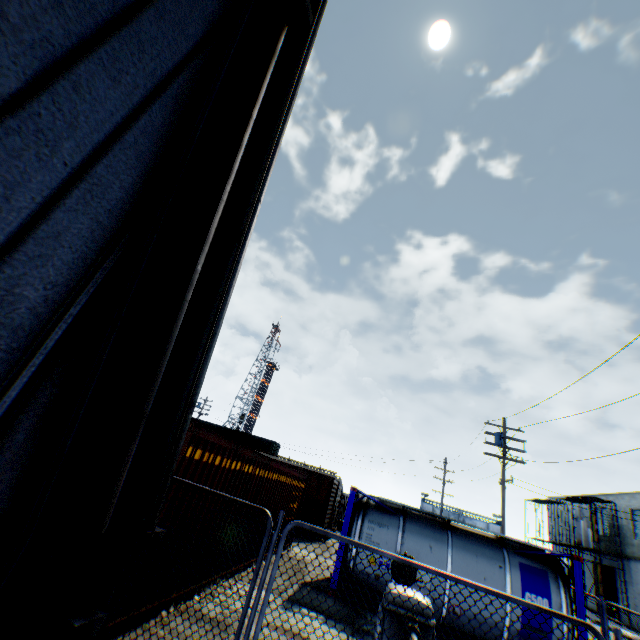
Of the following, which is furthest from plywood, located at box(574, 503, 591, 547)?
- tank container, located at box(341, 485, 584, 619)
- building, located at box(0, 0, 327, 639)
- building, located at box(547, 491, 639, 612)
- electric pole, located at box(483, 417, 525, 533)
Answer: building, located at box(0, 0, 327, 639)

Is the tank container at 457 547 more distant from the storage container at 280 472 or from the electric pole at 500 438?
the storage container at 280 472

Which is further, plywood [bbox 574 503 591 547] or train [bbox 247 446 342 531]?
plywood [bbox 574 503 591 547]

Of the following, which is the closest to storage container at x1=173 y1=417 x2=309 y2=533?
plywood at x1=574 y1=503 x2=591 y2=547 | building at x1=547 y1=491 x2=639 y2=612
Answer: building at x1=547 y1=491 x2=639 y2=612

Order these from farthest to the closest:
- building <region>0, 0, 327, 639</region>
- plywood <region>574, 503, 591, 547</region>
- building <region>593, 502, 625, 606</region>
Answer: plywood <region>574, 503, 591, 547</region> → building <region>593, 502, 625, 606</region> → building <region>0, 0, 327, 639</region>

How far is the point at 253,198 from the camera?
2.7m

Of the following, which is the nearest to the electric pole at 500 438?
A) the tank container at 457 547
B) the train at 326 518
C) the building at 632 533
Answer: the tank container at 457 547

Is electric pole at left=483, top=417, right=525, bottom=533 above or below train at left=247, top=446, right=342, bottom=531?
above
